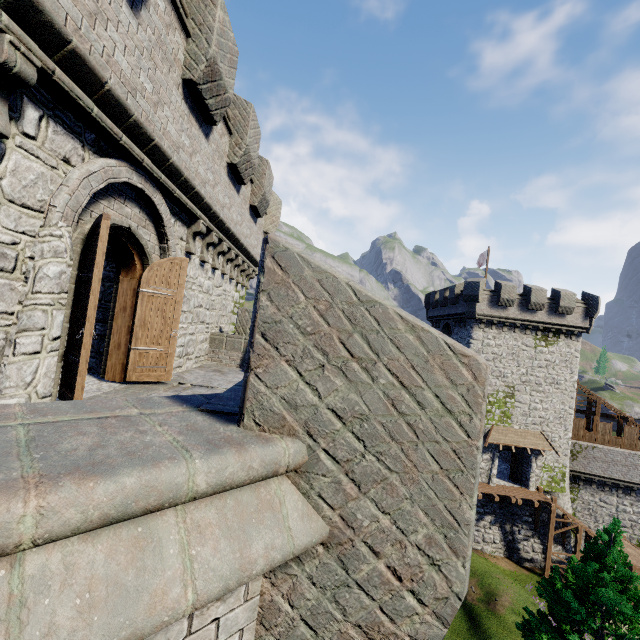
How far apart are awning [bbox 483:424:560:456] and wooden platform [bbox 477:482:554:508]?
3.1m

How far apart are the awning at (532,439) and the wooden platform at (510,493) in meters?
3.1

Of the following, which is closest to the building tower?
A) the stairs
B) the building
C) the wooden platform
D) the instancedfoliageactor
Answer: the instancedfoliageactor

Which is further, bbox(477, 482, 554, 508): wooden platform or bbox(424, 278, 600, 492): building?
bbox(424, 278, 600, 492): building

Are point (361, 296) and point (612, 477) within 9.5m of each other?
no

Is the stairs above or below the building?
below

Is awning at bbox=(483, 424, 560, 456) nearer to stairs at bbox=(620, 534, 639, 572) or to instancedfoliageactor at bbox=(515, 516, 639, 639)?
stairs at bbox=(620, 534, 639, 572)

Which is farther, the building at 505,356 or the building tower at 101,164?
the building at 505,356
